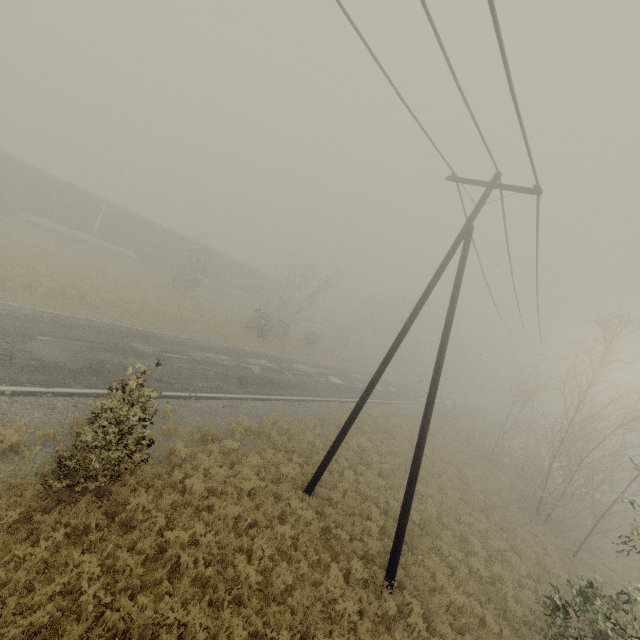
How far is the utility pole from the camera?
8.9 meters

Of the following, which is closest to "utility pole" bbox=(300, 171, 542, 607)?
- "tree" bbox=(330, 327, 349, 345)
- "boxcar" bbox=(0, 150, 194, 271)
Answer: "boxcar" bbox=(0, 150, 194, 271)

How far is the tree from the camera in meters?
55.7 m

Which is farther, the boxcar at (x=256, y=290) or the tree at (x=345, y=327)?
the tree at (x=345, y=327)

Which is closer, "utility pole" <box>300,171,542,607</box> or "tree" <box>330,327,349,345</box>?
"utility pole" <box>300,171,542,607</box>

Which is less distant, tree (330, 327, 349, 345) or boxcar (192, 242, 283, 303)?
boxcar (192, 242, 283, 303)

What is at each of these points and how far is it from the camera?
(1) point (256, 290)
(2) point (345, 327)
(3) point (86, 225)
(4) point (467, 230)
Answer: (1) boxcar, 49.8m
(2) tree, 56.2m
(3) boxcar, 31.2m
(4) utility pole, 9.9m

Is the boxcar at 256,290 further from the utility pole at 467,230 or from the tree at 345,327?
the utility pole at 467,230
